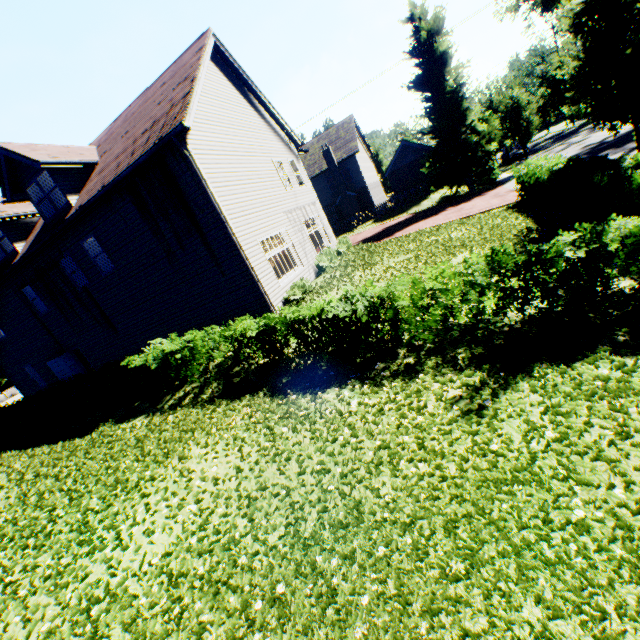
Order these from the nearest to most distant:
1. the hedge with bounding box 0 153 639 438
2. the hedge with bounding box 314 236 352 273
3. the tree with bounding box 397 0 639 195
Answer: the hedge with bounding box 0 153 639 438
the tree with bounding box 397 0 639 195
the hedge with bounding box 314 236 352 273

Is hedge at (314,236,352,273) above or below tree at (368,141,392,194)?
below

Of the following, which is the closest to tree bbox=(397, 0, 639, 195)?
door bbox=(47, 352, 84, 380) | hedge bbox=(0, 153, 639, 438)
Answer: hedge bbox=(0, 153, 639, 438)

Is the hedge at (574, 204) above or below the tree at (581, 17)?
below

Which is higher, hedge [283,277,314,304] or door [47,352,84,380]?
door [47,352,84,380]

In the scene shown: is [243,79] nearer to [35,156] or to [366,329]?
[35,156]

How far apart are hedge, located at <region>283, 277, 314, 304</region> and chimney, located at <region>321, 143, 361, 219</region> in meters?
24.7 m

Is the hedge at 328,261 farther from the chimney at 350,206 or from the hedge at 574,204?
the chimney at 350,206
